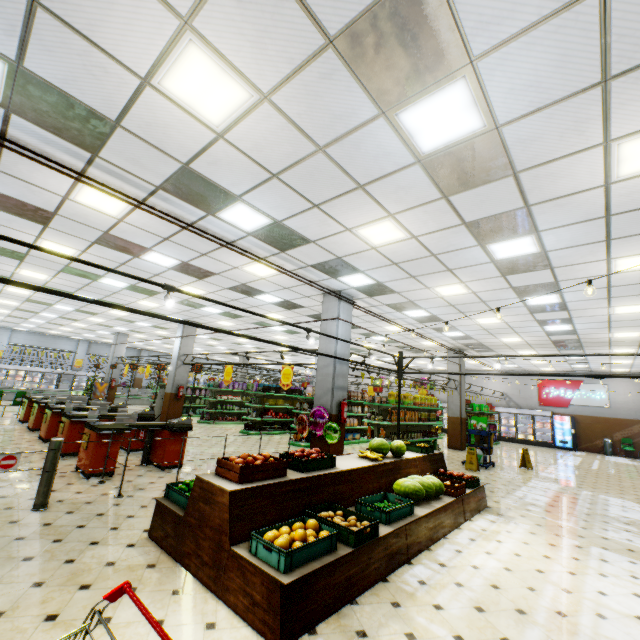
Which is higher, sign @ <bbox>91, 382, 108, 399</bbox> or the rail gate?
sign @ <bbox>91, 382, 108, 399</bbox>

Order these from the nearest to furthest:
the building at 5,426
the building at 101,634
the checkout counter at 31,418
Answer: the building at 101,634
the checkout counter at 31,418
the building at 5,426

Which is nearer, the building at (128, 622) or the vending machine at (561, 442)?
the building at (128, 622)

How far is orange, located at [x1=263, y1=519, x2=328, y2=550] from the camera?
3.0m

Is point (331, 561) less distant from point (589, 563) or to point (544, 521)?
point (589, 563)

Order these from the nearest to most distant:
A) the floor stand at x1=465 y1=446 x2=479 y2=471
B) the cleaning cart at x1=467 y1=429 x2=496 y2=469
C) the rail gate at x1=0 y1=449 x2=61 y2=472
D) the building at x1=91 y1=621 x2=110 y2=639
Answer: the building at x1=91 y1=621 x2=110 y2=639
the rail gate at x1=0 y1=449 x2=61 y2=472
the floor stand at x1=465 y1=446 x2=479 y2=471
the cleaning cart at x1=467 y1=429 x2=496 y2=469

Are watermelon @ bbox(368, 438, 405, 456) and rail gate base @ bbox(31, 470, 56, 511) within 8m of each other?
yes

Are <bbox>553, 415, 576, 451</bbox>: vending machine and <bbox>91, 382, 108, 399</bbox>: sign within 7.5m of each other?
no
